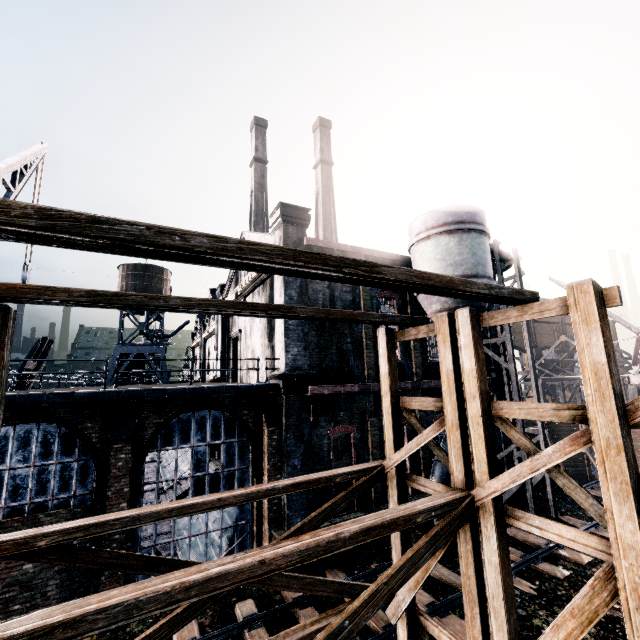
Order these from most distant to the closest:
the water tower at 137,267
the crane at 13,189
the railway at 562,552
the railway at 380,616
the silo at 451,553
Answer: the water tower at 137,267
the silo at 451,553
the railway at 562,552
the railway at 380,616
the crane at 13,189

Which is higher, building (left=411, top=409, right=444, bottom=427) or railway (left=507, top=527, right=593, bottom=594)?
building (left=411, top=409, right=444, bottom=427)

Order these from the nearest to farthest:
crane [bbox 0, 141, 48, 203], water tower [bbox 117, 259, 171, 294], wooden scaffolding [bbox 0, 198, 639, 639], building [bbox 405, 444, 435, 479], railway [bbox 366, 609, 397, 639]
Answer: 1. wooden scaffolding [bbox 0, 198, 639, 639]
2. crane [bbox 0, 141, 48, 203]
3. railway [bbox 366, 609, 397, 639]
4. building [bbox 405, 444, 435, 479]
5. water tower [bbox 117, 259, 171, 294]

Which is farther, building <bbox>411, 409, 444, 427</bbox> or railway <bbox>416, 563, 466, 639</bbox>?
building <bbox>411, 409, 444, 427</bbox>

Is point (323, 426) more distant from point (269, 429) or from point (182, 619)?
point (182, 619)

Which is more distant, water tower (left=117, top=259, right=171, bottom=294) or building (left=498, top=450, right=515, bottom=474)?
water tower (left=117, top=259, right=171, bottom=294)

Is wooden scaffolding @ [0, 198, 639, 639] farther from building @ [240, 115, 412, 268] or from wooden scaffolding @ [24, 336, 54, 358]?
wooden scaffolding @ [24, 336, 54, 358]

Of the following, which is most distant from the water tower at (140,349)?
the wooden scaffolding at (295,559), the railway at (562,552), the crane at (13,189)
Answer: the wooden scaffolding at (295,559)
